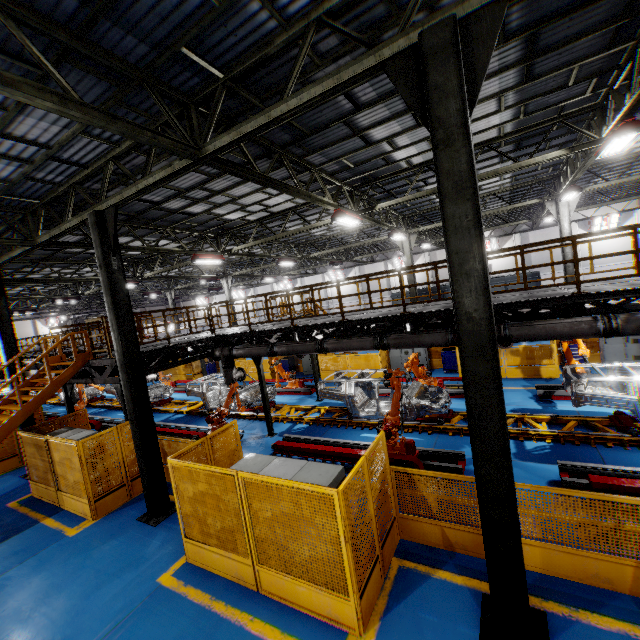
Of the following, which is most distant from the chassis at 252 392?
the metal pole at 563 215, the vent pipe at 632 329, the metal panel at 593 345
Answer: the metal pole at 563 215

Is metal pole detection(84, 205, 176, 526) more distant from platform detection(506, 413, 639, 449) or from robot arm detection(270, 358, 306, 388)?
robot arm detection(270, 358, 306, 388)

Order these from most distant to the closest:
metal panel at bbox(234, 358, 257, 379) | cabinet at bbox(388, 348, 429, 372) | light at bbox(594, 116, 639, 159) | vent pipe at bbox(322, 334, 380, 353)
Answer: metal panel at bbox(234, 358, 257, 379) → cabinet at bbox(388, 348, 429, 372) → vent pipe at bbox(322, 334, 380, 353) → light at bbox(594, 116, 639, 159)

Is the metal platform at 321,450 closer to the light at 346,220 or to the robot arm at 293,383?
the robot arm at 293,383

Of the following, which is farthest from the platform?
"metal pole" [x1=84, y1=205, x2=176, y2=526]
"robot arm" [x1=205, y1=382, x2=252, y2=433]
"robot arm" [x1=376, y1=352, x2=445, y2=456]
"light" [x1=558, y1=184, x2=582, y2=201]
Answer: "light" [x1=558, y1=184, x2=582, y2=201]

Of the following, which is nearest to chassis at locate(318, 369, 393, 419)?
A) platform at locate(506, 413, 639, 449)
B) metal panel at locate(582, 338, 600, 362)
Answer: platform at locate(506, 413, 639, 449)

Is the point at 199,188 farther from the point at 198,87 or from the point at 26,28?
the point at 26,28

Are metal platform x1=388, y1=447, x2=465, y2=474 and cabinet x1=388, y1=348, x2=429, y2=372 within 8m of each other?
no
